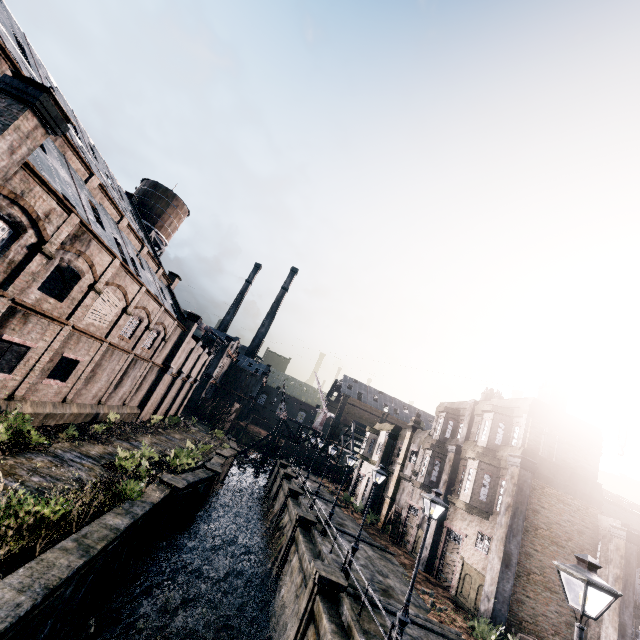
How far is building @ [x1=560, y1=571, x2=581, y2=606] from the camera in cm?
1902

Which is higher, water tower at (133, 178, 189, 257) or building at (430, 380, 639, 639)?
water tower at (133, 178, 189, 257)

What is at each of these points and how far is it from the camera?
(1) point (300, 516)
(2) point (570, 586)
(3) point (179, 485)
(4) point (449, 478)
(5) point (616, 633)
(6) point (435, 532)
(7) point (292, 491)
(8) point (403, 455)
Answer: (1) column, 23.00m
(2) building, 19.22m
(3) column, 19.22m
(4) column, 25.92m
(5) column, 16.91m
(6) column, 24.62m
(7) column, 31.31m
(8) building, 35.69m

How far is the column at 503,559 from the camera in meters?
17.8 m

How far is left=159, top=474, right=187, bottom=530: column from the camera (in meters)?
18.81

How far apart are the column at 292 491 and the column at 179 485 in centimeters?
1362cm

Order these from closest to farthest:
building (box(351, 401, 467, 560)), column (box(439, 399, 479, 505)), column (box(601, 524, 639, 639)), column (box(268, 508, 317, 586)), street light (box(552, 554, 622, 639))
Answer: street light (box(552, 554, 622, 639)) → column (box(601, 524, 639, 639)) → column (box(268, 508, 317, 586)) → column (box(439, 399, 479, 505)) → building (box(351, 401, 467, 560))

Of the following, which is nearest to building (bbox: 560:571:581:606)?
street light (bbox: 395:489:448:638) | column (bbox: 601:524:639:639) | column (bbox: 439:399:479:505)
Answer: column (bbox: 439:399:479:505)
